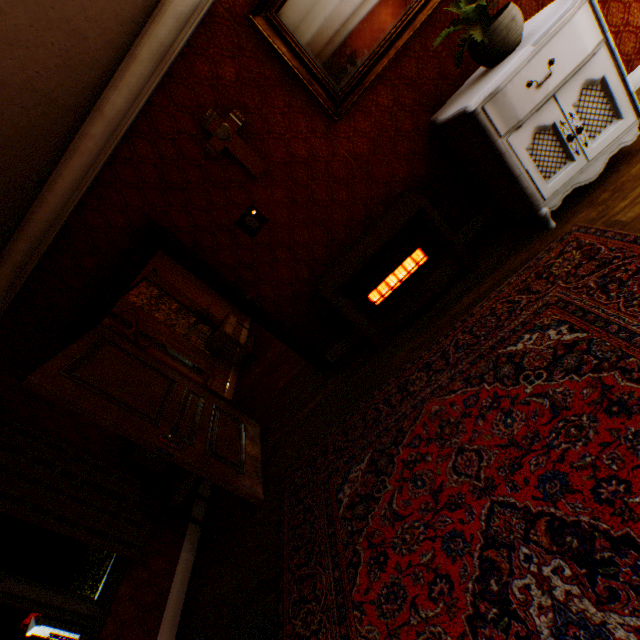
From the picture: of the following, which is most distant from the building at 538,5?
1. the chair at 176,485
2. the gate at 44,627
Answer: the gate at 44,627

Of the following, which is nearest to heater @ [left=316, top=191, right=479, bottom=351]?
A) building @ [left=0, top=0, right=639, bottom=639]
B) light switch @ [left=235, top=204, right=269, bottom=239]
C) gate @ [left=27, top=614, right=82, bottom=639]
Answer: building @ [left=0, top=0, right=639, bottom=639]

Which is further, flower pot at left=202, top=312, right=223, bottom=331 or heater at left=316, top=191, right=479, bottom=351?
flower pot at left=202, top=312, right=223, bottom=331

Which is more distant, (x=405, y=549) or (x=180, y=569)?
(x=180, y=569)

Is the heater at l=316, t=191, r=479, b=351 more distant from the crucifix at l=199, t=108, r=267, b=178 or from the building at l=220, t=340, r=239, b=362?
the crucifix at l=199, t=108, r=267, b=178

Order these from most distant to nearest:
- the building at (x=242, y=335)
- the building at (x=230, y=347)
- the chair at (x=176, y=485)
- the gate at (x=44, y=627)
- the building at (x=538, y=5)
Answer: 1. the gate at (x=44, y=627)
2. the building at (x=242, y=335)
3. the building at (x=230, y=347)
4. the chair at (x=176, y=485)
5. the building at (x=538, y=5)

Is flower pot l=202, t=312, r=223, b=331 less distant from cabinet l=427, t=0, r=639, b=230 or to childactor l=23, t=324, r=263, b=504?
childactor l=23, t=324, r=263, b=504

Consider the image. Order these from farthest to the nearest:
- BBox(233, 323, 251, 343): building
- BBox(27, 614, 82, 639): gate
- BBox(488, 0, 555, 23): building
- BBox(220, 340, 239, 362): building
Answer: BBox(27, 614, 82, 639): gate → BBox(233, 323, 251, 343): building → BBox(220, 340, 239, 362): building → BBox(488, 0, 555, 23): building
